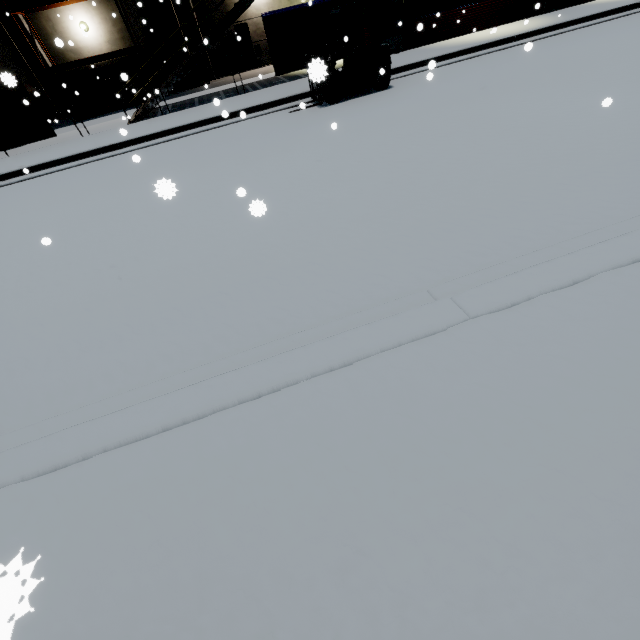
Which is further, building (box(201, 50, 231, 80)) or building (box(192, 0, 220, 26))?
building (box(201, 50, 231, 80))

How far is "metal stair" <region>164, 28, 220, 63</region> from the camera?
12.15m

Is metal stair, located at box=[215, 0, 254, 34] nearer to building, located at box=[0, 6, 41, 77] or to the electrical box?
building, located at box=[0, 6, 41, 77]

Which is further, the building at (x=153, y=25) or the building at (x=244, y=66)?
the building at (x=244, y=66)

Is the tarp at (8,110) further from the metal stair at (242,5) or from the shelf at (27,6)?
the shelf at (27,6)

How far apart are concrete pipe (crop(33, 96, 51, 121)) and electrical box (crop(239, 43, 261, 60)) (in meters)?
10.89

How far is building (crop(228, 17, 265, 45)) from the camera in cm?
1800

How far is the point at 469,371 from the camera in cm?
252
